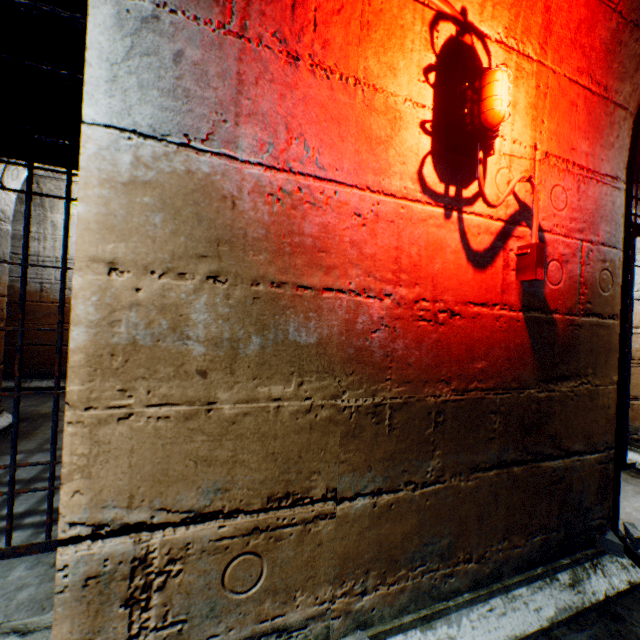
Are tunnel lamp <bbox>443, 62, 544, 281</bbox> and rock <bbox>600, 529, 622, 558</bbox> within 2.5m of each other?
yes

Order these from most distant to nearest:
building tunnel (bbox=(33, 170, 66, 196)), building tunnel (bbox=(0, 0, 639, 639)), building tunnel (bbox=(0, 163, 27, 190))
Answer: building tunnel (bbox=(33, 170, 66, 196))
building tunnel (bbox=(0, 163, 27, 190))
building tunnel (bbox=(0, 0, 639, 639))

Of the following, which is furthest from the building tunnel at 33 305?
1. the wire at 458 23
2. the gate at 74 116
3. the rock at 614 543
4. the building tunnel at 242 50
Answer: the rock at 614 543

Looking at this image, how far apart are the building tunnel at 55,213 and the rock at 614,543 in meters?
5.2

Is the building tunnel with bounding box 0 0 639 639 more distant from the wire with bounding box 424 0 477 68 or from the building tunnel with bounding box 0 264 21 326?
the building tunnel with bounding box 0 264 21 326

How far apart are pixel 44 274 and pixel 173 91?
5.37m

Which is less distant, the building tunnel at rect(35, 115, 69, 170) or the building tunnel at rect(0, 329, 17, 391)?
the building tunnel at rect(35, 115, 69, 170)
